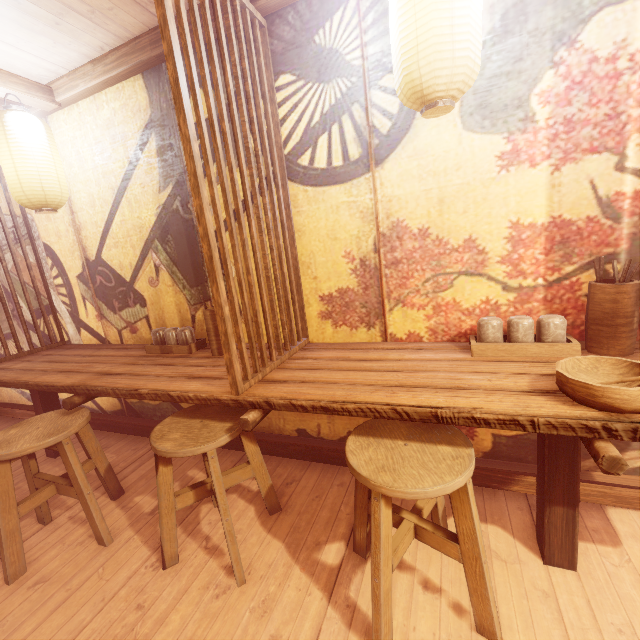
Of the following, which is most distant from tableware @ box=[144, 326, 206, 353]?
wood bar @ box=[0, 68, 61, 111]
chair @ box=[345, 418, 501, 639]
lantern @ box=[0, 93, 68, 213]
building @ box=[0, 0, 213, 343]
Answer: wood bar @ box=[0, 68, 61, 111]

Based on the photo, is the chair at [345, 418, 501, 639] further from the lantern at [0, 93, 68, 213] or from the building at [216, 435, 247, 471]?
the lantern at [0, 93, 68, 213]

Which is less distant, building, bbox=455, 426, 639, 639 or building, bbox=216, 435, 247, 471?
building, bbox=455, 426, 639, 639

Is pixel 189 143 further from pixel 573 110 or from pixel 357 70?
pixel 573 110

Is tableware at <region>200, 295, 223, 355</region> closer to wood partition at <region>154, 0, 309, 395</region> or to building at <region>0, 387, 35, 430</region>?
building at <region>0, 387, 35, 430</region>

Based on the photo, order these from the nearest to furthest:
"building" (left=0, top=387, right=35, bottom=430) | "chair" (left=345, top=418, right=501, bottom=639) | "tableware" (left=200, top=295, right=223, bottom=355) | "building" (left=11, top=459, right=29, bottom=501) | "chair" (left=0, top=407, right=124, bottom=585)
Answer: "chair" (left=345, top=418, right=501, bottom=639), "chair" (left=0, top=407, right=124, bottom=585), "tableware" (left=200, top=295, right=223, bottom=355), "building" (left=11, top=459, right=29, bottom=501), "building" (left=0, top=387, right=35, bottom=430)

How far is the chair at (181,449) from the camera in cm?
270

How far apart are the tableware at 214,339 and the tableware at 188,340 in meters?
0.3 m
